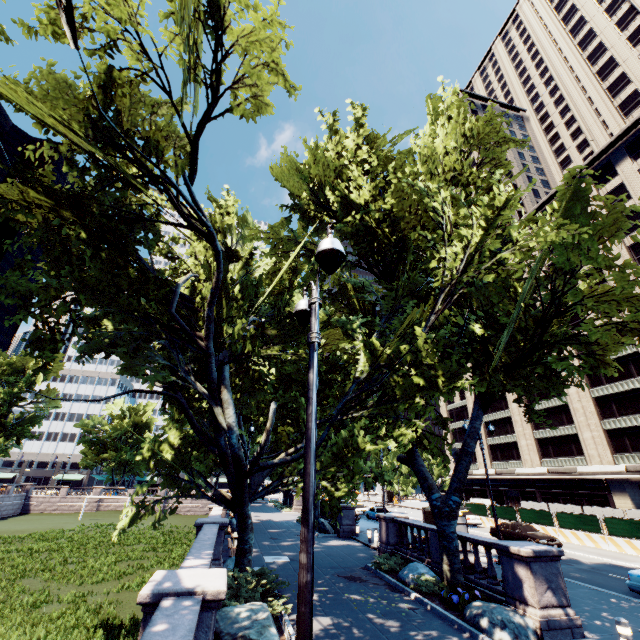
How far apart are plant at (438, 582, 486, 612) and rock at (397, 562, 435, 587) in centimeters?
189cm

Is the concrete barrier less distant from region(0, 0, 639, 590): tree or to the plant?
region(0, 0, 639, 590): tree

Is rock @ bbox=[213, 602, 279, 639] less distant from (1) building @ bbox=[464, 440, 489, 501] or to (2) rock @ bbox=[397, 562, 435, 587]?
(2) rock @ bbox=[397, 562, 435, 587]

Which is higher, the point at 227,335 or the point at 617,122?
the point at 617,122

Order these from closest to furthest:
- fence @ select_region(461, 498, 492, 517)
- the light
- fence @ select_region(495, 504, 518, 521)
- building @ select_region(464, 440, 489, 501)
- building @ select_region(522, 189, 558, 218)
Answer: the light → fence @ select_region(495, 504, 518, 521) → fence @ select_region(461, 498, 492, 517) → building @ select_region(522, 189, 558, 218) → building @ select_region(464, 440, 489, 501)

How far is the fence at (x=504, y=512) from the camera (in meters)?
31.11

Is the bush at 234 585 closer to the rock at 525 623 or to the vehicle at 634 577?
the rock at 525 623

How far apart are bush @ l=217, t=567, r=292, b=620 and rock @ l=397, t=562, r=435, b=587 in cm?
633
